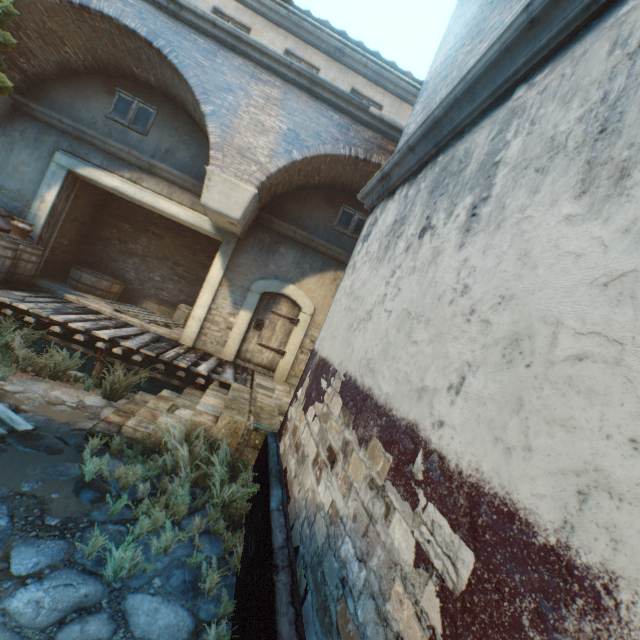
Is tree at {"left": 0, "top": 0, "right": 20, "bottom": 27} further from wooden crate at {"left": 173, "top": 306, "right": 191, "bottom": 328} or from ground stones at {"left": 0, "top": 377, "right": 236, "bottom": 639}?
wooden crate at {"left": 173, "top": 306, "right": 191, "bottom": 328}

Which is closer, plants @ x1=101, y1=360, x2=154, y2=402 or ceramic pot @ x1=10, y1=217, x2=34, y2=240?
plants @ x1=101, y1=360, x2=154, y2=402

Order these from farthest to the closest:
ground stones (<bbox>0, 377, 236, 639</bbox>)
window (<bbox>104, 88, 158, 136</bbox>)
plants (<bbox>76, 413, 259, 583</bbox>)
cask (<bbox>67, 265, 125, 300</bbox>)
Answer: cask (<bbox>67, 265, 125, 300</bbox>), window (<bbox>104, 88, 158, 136</bbox>), plants (<bbox>76, 413, 259, 583</bbox>), ground stones (<bbox>0, 377, 236, 639</bbox>)

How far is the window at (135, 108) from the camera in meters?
7.9

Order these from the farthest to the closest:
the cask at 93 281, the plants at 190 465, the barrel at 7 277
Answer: the cask at 93 281 < the barrel at 7 277 < the plants at 190 465

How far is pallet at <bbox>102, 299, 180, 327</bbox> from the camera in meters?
8.5

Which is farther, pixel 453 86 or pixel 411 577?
pixel 453 86

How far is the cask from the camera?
9.0 meters
